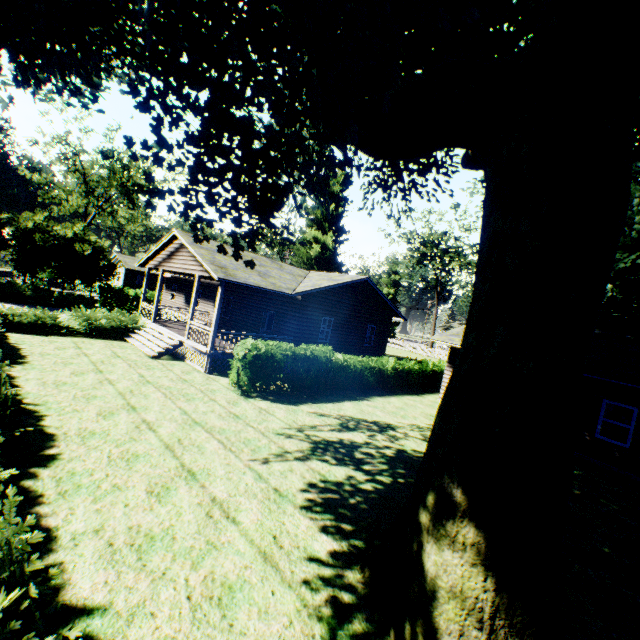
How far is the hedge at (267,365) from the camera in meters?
12.8 m

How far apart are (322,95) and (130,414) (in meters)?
9.42

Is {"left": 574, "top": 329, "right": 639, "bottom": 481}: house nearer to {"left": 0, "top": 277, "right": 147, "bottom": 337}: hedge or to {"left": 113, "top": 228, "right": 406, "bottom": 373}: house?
{"left": 113, "top": 228, "right": 406, "bottom": 373}: house

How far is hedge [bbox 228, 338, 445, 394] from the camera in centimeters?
1284cm

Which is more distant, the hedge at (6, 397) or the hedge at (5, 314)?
the hedge at (5, 314)

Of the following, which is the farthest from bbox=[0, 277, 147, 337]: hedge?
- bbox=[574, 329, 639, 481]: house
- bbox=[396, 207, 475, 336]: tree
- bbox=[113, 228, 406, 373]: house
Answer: bbox=[396, 207, 475, 336]: tree

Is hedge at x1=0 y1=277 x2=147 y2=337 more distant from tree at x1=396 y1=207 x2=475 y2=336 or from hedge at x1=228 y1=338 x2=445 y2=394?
tree at x1=396 y1=207 x2=475 y2=336

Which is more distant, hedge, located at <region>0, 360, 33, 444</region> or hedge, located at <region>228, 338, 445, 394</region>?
hedge, located at <region>228, 338, 445, 394</region>
